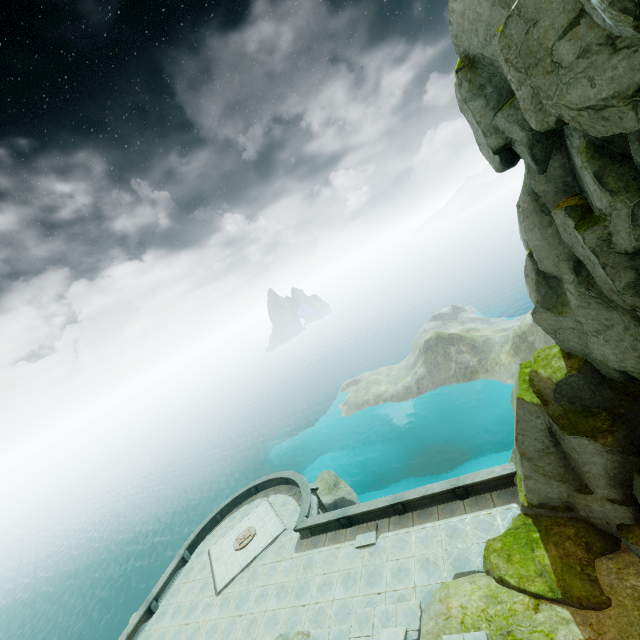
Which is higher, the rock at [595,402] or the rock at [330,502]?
the rock at [595,402]

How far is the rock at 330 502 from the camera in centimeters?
3475cm

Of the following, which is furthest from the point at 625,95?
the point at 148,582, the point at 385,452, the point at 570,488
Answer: the point at 148,582

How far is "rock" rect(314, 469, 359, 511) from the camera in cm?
3475

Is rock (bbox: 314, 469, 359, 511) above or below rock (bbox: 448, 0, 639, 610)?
below

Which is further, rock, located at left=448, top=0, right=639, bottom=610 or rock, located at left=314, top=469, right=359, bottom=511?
rock, located at left=314, top=469, right=359, bottom=511
